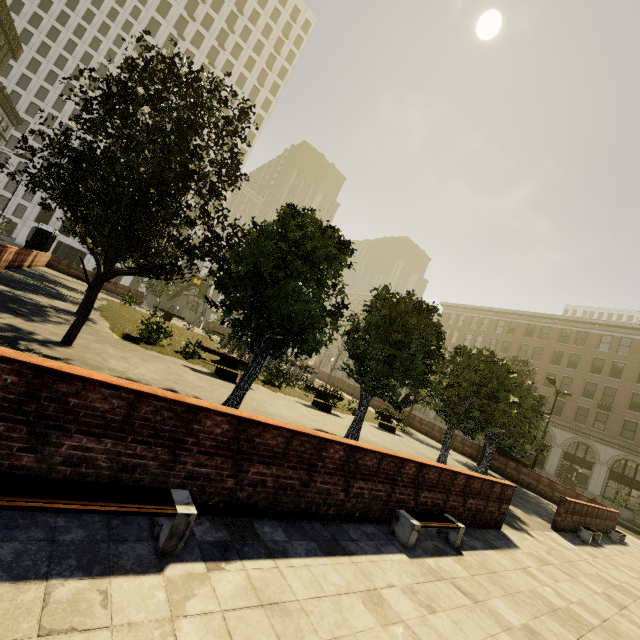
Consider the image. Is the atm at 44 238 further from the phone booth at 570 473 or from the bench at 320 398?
the phone booth at 570 473

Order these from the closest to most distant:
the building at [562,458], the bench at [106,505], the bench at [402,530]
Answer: the bench at [106,505] → the bench at [402,530] → the building at [562,458]

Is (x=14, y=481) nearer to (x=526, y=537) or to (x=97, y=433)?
(x=97, y=433)

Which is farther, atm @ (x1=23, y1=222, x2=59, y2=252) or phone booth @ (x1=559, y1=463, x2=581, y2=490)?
phone booth @ (x1=559, y1=463, x2=581, y2=490)

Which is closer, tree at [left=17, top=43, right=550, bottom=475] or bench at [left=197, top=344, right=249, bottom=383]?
tree at [left=17, top=43, right=550, bottom=475]

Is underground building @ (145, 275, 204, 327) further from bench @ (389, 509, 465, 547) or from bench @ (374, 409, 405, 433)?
bench @ (389, 509, 465, 547)

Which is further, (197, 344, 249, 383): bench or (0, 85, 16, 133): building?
(0, 85, 16, 133): building

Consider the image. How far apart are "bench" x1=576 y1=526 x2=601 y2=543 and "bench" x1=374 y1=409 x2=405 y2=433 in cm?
882
